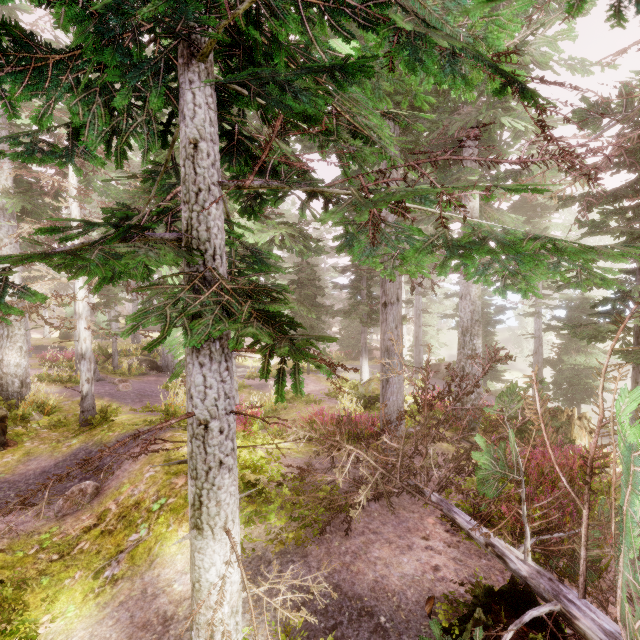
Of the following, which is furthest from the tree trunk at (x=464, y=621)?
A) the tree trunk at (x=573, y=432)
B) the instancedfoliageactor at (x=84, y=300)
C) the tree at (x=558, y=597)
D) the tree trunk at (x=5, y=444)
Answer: the tree trunk at (x=5, y=444)

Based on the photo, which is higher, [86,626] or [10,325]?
[10,325]

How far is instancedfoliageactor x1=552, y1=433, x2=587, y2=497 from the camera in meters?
6.2 m

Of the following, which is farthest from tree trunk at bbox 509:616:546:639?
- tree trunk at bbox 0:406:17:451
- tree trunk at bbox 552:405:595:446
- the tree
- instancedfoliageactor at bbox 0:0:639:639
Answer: tree trunk at bbox 0:406:17:451

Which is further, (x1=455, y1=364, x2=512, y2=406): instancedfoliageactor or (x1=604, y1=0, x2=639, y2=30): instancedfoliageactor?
(x1=455, y1=364, x2=512, y2=406): instancedfoliageactor

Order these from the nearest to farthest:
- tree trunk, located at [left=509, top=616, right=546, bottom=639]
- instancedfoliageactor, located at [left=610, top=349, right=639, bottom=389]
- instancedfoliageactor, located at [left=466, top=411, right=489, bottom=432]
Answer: tree trunk, located at [left=509, top=616, right=546, bottom=639] → instancedfoliageactor, located at [left=610, top=349, right=639, bottom=389] → instancedfoliageactor, located at [left=466, top=411, right=489, bottom=432]

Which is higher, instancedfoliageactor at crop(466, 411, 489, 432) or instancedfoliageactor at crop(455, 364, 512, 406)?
instancedfoliageactor at crop(466, 411, 489, 432)

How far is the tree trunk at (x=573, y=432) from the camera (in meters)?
9.56
